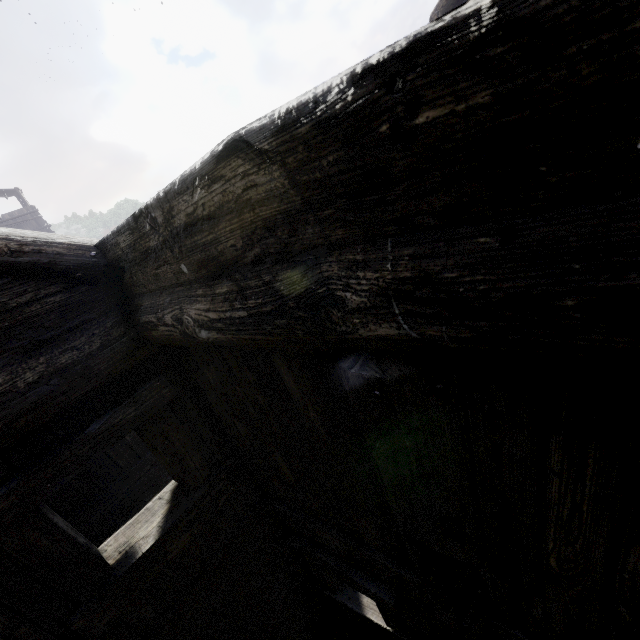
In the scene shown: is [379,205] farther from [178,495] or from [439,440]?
[178,495]
